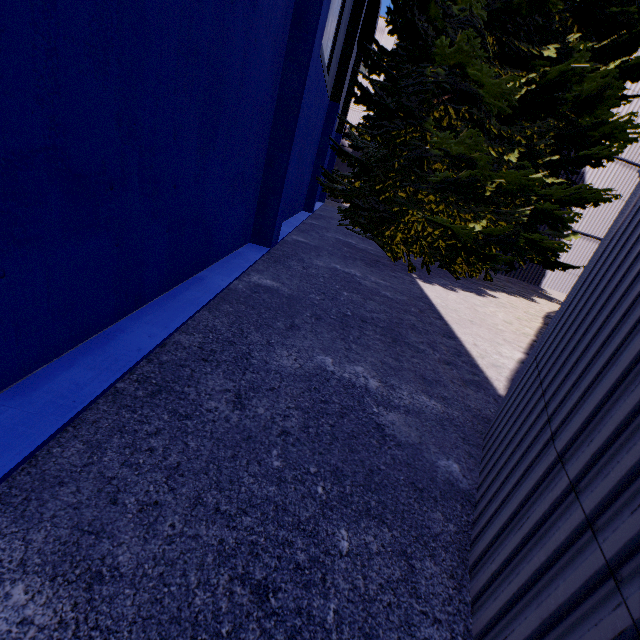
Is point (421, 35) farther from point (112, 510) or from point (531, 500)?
point (112, 510)

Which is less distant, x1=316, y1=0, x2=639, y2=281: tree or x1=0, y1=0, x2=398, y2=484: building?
x1=0, y1=0, x2=398, y2=484: building

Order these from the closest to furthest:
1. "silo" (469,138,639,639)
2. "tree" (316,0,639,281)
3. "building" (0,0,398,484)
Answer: "silo" (469,138,639,639)
"building" (0,0,398,484)
"tree" (316,0,639,281)

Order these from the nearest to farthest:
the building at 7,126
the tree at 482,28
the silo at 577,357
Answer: the silo at 577,357, the building at 7,126, the tree at 482,28

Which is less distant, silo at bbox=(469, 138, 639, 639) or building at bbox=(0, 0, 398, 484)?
silo at bbox=(469, 138, 639, 639)

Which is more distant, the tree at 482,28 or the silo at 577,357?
the tree at 482,28

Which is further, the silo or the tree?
the tree
